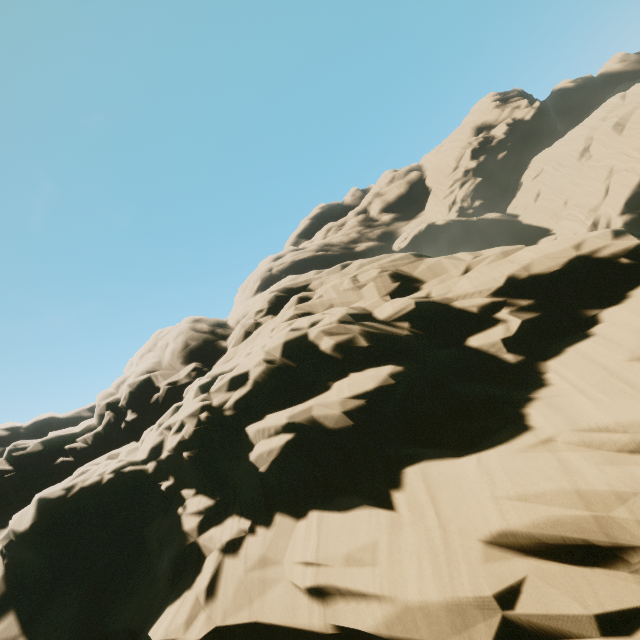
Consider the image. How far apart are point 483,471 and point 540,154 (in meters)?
69.37
